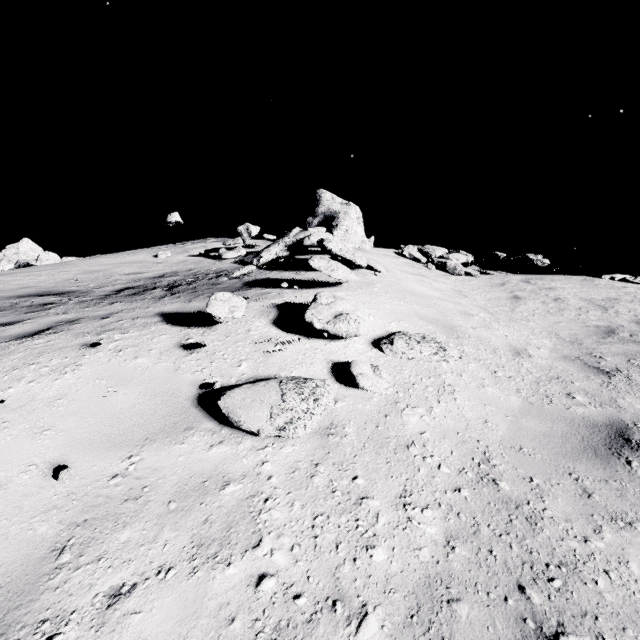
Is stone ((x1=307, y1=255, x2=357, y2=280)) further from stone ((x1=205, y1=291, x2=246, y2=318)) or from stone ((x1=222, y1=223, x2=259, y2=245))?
stone ((x1=205, y1=291, x2=246, y2=318))

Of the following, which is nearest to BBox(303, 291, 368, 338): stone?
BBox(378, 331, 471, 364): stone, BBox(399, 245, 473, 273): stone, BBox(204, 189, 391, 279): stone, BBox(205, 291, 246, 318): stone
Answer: BBox(378, 331, 471, 364): stone

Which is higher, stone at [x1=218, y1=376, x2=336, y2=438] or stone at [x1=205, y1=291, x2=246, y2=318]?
stone at [x1=205, y1=291, x2=246, y2=318]

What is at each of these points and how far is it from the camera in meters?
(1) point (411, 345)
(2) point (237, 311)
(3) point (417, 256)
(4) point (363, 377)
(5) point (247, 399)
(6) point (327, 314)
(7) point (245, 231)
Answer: (1) stone, 4.3 m
(2) stone, 4.0 m
(3) stone, 14.1 m
(4) stone, 3.5 m
(5) stone, 2.9 m
(6) stone, 4.3 m
(7) stone, 10.2 m

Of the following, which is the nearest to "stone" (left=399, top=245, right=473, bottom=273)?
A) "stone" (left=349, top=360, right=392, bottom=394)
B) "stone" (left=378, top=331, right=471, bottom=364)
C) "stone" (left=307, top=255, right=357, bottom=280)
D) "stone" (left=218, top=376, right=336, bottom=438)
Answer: "stone" (left=307, top=255, right=357, bottom=280)

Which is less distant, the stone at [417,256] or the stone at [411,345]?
the stone at [411,345]

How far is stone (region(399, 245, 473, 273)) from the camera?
13.4 meters

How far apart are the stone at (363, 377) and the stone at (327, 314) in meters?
0.6
